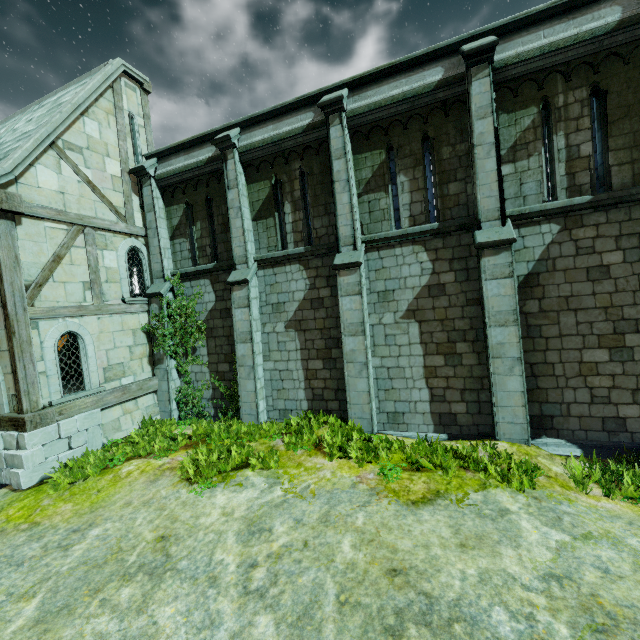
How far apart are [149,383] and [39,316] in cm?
394
